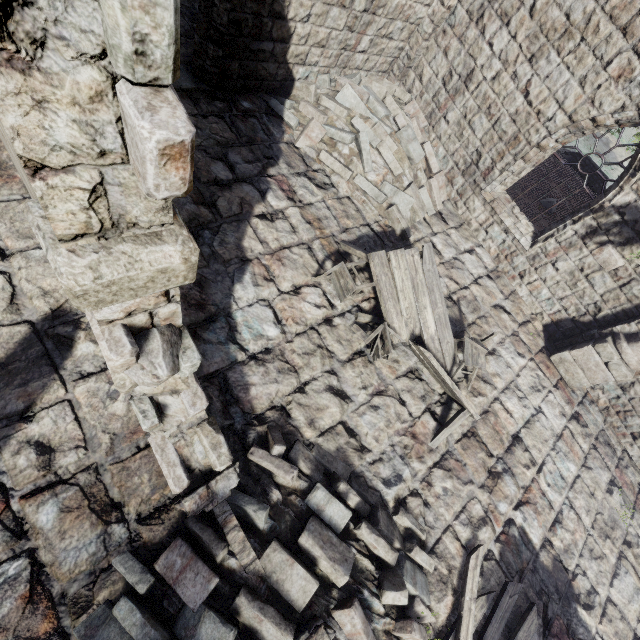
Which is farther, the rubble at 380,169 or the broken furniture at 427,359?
the rubble at 380,169

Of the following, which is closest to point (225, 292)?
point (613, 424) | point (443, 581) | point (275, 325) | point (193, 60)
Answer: point (275, 325)

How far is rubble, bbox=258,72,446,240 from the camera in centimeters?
768cm

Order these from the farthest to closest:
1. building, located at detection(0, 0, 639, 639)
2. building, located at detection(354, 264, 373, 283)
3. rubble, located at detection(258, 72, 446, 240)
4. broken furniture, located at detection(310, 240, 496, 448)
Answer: rubble, located at detection(258, 72, 446, 240) → building, located at detection(354, 264, 373, 283) → broken furniture, located at detection(310, 240, 496, 448) → building, located at detection(0, 0, 639, 639)

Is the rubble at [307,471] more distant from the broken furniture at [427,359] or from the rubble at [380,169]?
the rubble at [380,169]

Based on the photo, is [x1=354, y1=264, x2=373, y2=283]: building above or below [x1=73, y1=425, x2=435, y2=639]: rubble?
below

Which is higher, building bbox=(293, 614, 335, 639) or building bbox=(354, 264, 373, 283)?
building bbox=(293, 614, 335, 639)
